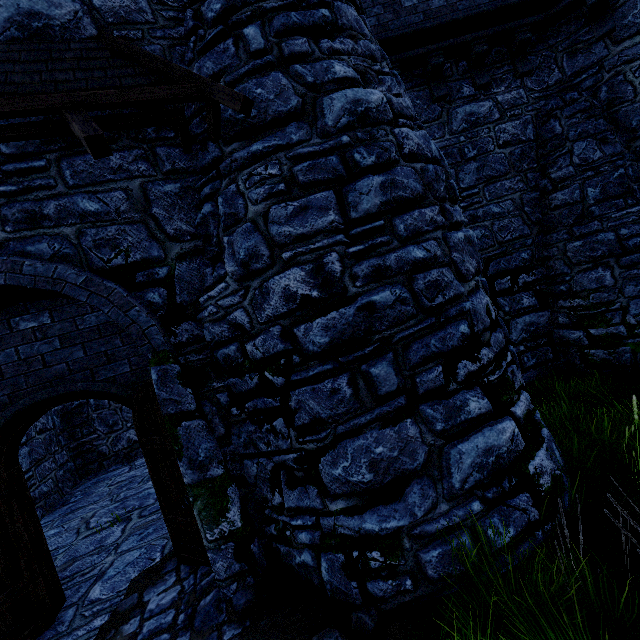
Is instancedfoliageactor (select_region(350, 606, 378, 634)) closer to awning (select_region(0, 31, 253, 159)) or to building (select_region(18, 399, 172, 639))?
building (select_region(18, 399, 172, 639))

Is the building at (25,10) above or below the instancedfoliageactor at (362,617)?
above

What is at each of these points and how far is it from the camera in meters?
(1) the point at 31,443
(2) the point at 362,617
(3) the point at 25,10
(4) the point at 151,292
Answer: (1) building, 8.2
(2) instancedfoliageactor, 3.0
(3) building, 3.6
(4) building, 3.8

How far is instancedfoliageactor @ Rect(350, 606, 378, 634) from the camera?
2.9 meters

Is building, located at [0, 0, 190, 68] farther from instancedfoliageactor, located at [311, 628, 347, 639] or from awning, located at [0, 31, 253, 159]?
instancedfoliageactor, located at [311, 628, 347, 639]

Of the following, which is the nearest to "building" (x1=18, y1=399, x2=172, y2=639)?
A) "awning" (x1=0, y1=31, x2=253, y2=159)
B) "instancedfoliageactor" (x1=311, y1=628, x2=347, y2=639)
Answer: "awning" (x1=0, y1=31, x2=253, y2=159)

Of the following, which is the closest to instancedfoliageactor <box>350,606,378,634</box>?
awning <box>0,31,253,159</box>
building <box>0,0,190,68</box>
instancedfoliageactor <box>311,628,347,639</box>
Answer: instancedfoliageactor <box>311,628,347,639</box>

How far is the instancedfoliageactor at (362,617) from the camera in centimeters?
290cm
